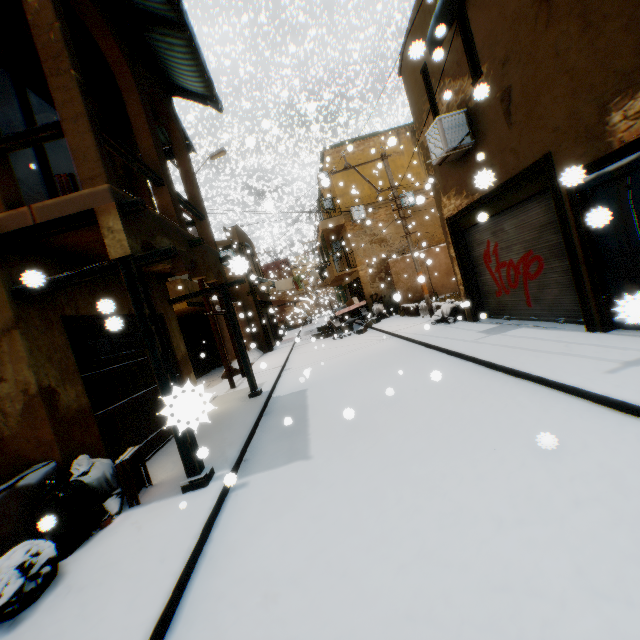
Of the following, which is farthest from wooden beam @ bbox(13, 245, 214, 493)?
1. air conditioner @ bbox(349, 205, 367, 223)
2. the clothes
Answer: air conditioner @ bbox(349, 205, 367, 223)

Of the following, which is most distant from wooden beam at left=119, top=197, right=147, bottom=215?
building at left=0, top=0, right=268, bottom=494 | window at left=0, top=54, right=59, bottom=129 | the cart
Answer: the cart

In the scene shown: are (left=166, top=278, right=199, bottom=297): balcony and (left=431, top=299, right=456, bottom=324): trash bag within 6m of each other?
yes

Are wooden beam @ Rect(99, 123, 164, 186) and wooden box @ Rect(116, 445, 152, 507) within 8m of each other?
yes

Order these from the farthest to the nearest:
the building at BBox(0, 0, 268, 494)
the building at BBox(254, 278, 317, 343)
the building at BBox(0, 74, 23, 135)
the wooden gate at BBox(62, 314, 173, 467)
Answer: the building at BBox(254, 278, 317, 343) < the building at BBox(0, 74, 23, 135) < the wooden gate at BBox(62, 314, 173, 467) < the building at BBox(0, 0, 268, 494)

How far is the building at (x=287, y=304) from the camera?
22.7m

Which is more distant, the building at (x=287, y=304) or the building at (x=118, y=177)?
the building at (x=287, y=304)

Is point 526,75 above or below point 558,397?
above
